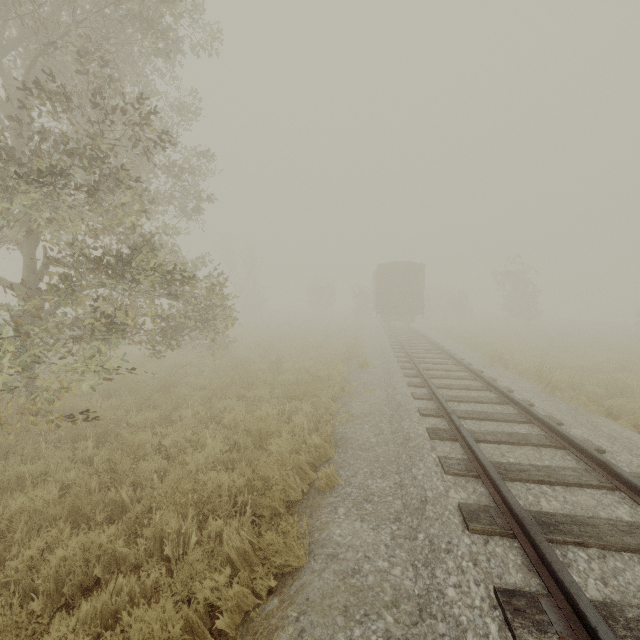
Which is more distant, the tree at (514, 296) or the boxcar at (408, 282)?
the tree at (514, 296)

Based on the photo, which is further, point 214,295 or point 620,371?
point 620,371

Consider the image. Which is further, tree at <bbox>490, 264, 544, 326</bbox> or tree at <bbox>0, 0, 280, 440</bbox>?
tree at <bbox>490, 264, 544, 326</bbox>

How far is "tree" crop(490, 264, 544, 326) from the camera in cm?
2920

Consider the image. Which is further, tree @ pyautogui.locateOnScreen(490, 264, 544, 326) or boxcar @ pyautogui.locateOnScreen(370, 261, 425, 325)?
tree @ pyautogui.locateOnScreen(490, 264, 544, 326)

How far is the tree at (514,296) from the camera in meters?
29.2 m

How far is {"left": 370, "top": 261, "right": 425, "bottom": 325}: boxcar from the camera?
23.4m

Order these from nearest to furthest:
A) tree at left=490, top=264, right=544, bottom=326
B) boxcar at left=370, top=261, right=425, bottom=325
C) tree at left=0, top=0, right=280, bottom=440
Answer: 1. tree at left=0, top=0, right=280, bottom=440
2. boxcar at left=370, top=261, right=425, bottom=325
3. tree at left=490, top=264, right=544, bottom=326
